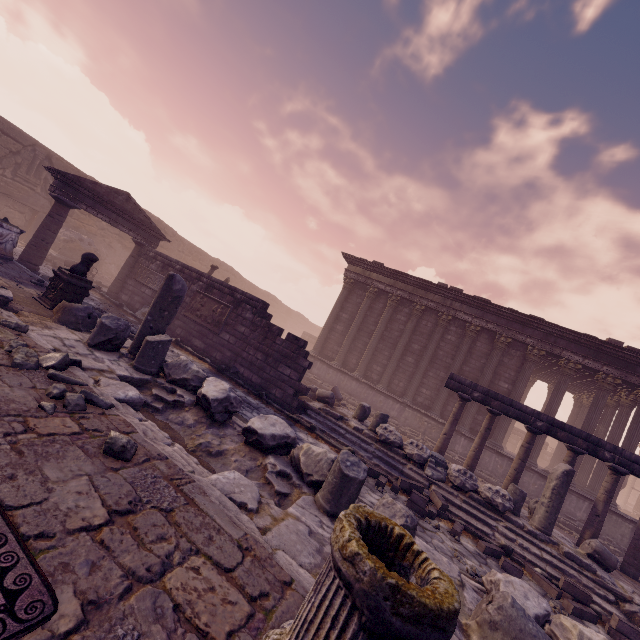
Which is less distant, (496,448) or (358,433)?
(358,433)

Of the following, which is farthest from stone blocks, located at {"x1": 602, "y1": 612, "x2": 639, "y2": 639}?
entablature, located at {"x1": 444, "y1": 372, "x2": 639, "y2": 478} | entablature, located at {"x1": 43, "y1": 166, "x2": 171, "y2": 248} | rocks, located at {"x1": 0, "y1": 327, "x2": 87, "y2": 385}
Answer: entablature, located at {"x1": 43, "y1": 166, "x2": 171, "y2": 248}

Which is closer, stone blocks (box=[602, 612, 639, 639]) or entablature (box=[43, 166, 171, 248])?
stone blocks (box=[602, 612, 639, 639])

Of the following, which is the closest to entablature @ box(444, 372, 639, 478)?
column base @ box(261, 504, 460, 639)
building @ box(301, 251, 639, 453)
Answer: building @ box(301, 251, 639, 453)

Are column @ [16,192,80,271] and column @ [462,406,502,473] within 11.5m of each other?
no

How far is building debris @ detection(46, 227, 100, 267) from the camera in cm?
1683

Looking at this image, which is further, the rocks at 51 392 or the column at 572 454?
the column at 572 454

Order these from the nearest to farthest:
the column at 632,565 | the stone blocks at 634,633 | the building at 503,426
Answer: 1. the stone blocks at 634,633
2. the column at 632,565
3. the building at 503,426
